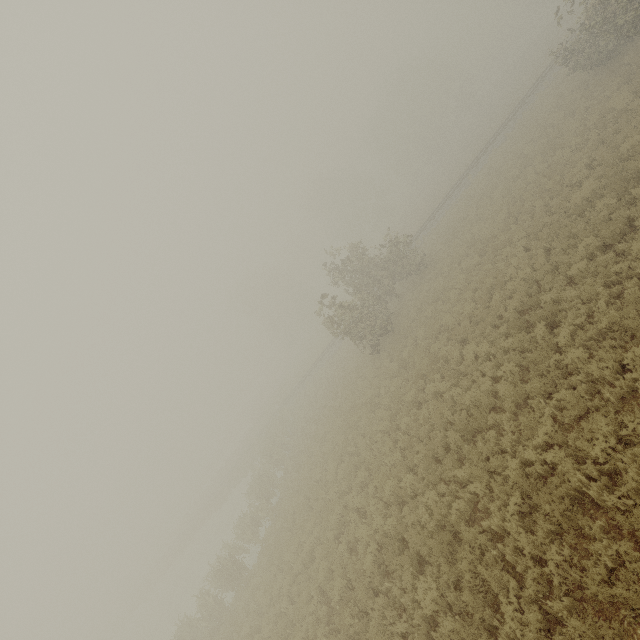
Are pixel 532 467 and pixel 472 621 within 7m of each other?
yes
